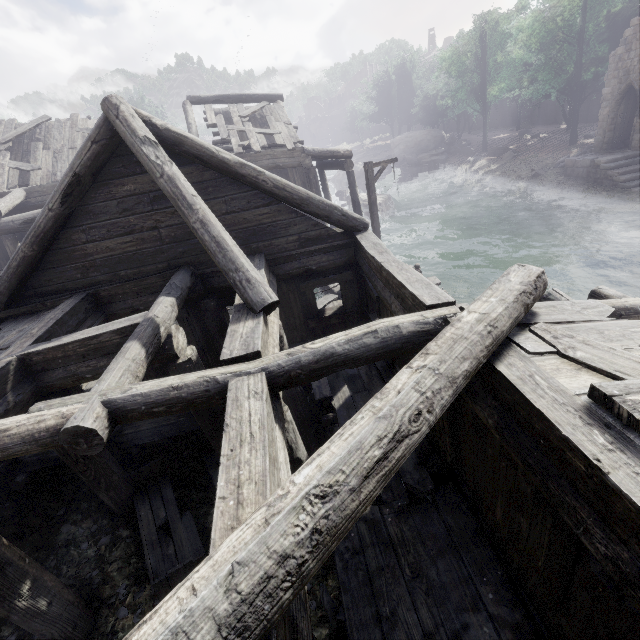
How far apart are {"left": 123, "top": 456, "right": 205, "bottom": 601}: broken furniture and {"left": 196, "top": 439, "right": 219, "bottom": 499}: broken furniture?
0.48m

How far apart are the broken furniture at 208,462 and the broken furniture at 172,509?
0.5m

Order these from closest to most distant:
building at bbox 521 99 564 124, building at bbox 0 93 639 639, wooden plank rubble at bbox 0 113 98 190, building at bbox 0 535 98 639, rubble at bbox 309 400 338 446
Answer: building at bbox 0 93 639 639 → building at bbox 0 535 98 639 → rubble at bbox 309 400 338 446 → wooden plank rubble at bbox 0 113 98 190 → building at bbox 521 99 564 124

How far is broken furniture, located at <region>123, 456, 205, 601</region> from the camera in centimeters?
570cm

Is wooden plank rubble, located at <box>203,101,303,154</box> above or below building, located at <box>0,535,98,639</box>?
above

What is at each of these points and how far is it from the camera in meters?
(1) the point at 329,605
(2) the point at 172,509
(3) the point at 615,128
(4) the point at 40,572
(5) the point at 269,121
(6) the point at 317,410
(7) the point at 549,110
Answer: (1) rubble, 5.6 m
(2) broken furniture, 6.7 m
(3) building, 22.1 m
(4) building, 4.6 m
(5) wooden plank rubble, 15.8 m
(6) rubble, 9.0 m
(7) building, 43.0 m

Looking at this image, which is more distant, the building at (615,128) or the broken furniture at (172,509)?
the building at (615,128)

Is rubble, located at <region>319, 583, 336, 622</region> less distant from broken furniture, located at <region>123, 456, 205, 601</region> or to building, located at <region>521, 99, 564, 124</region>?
building, located at <region>521, 99, 564, 124</region>
